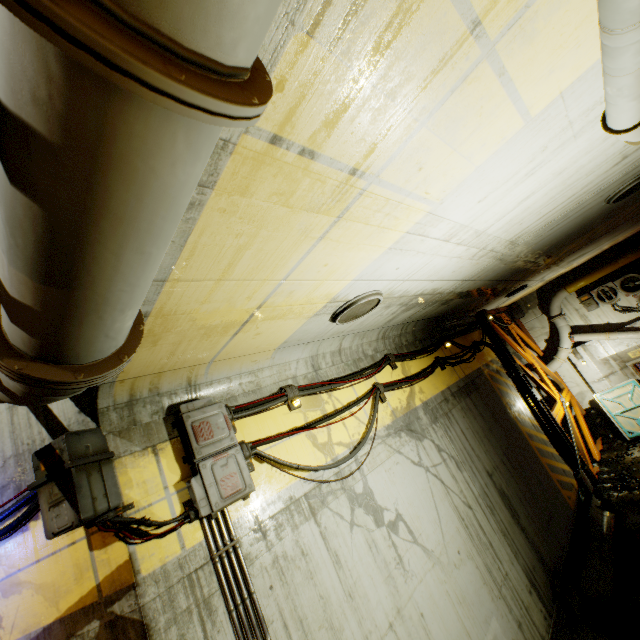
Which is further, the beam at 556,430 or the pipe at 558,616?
the beam at 556,430

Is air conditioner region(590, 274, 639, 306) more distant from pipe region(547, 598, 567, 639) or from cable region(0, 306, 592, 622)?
pipe region(547, 598, 567, 639)

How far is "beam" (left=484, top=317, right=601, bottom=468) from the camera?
11.48m

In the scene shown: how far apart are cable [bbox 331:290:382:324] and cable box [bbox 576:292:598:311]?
14.2m

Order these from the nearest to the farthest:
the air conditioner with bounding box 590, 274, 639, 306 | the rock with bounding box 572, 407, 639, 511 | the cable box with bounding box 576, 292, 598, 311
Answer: the rock with bounding box 572, 407, 639, 511 → the air conditioner with bounding box 590, 274, 639, 306 → the cable box with bounding box 576, 292, 598, 311

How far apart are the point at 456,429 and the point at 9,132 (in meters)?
8.24

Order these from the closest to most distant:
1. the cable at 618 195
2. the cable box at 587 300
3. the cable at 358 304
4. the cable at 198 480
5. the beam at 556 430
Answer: the cable at 198 480 < the cable at 358 304 < the cable at 618 195 < the beam at 556 430 < the cable box at 587 300

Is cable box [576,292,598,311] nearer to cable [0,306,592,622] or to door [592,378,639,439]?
cable [0,306,592,622]
